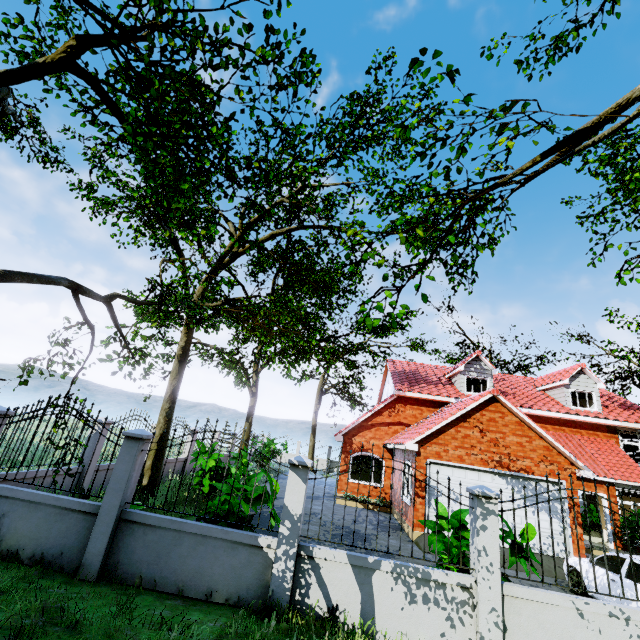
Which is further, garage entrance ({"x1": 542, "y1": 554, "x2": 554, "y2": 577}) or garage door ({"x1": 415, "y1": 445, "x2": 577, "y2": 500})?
garage door ({"x1": 415, "y1": 445, "x2": 577, "y2": 500})

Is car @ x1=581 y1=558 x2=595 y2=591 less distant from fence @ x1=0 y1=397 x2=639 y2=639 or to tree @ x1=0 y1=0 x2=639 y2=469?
fence @ x1=0 y1=397 x2=639 y2=639

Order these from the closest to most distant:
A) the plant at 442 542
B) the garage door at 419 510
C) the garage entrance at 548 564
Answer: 1. the plant at 442 542
2. the garage entrance at 548 564
3. the garage door at 419 510

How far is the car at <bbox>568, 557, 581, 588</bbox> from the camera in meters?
8.9

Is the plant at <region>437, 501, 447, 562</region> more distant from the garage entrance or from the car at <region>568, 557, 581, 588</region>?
the garage entrance

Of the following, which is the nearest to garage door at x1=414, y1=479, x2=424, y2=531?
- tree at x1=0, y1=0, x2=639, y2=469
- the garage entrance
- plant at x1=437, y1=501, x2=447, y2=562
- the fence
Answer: the garage entrance

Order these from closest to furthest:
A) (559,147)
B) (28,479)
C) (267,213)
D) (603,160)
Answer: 1. (267,213)
2. (559,147)
3. (28,479)
4. (603,160)

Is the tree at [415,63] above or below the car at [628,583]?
above
